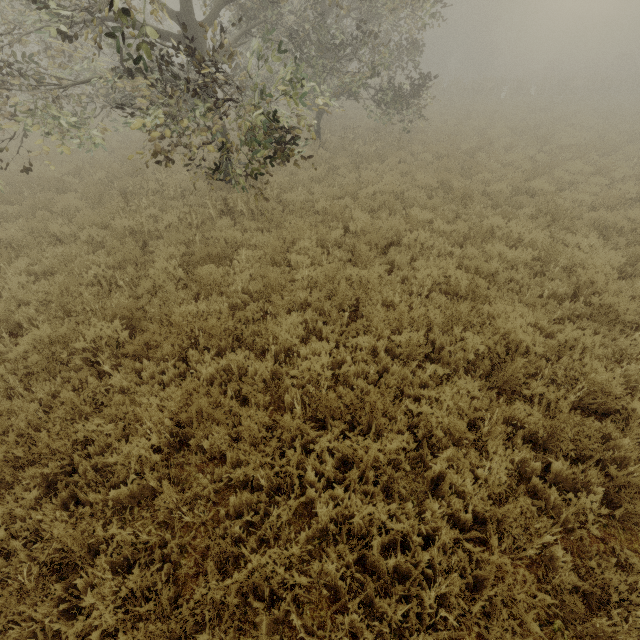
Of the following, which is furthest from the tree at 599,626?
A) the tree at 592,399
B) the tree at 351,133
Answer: the tree at 351,133

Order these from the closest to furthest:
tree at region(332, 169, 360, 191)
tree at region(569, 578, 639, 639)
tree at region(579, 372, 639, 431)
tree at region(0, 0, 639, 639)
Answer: tree at region(569, 578, 639, 639) < tree at region(0, 0, 639, 639) < tree at region(579, 372, 639, 431) < tree at region(332, 169, 360, 191)

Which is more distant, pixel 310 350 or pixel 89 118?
pixel 89 118

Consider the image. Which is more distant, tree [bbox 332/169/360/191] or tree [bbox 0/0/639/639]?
tree [bbox 332/169/360/191]

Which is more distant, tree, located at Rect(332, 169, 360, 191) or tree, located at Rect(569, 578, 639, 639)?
tree, located at Rect(332, 169, 360, 191)

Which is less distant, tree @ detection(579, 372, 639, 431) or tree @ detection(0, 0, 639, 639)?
tree @ detection(0, 0, 639, 639)

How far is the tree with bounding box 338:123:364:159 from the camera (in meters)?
13.41

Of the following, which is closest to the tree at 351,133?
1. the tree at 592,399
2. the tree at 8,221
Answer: the tree at 8,221
